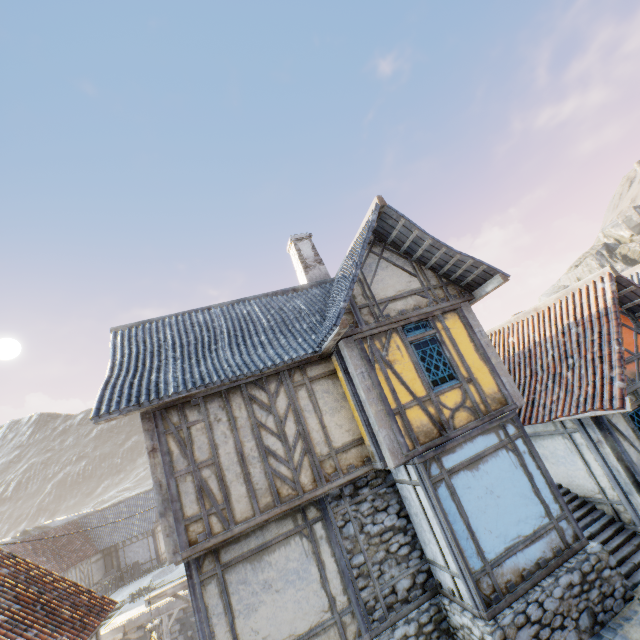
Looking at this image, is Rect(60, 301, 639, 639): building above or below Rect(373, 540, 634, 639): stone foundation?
above

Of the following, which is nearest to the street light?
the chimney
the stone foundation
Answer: the stone foundation

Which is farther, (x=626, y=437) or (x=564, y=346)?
(x=564, y=346)

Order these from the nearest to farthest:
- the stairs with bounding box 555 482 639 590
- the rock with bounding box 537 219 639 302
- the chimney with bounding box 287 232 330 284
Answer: the stairs with bounding box 555 482 639 590 → the chimney with bounding box 287 232 330 284 → the rock with bounding box 537 219 639 302

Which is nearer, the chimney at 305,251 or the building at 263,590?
the building at 263,590

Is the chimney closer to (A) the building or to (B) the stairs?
(A) the building

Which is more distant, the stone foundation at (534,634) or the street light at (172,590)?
the street light at (172,590)

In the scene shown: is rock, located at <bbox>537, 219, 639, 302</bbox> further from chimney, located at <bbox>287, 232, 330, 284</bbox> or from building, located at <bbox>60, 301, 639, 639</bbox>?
chimney, located at <bbox>287, 232, 330, 284</bbox>
